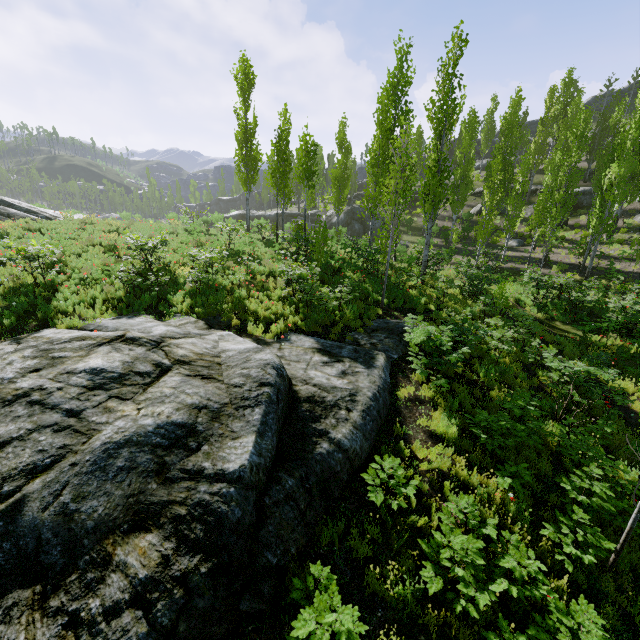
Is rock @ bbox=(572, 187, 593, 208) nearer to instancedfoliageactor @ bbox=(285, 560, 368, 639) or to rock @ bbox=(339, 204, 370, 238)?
instancedfoliageactor @ bbox=(285, 560, 368, 639)

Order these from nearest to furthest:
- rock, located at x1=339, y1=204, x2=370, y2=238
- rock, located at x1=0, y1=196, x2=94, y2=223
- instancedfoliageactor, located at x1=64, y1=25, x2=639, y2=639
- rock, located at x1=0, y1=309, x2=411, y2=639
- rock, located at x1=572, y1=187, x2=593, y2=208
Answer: rock, located at x1=0, y1=309, x2=411, y2=639
instancedfoliageactor, located at x1=64, y1=25, x2=639, y2=639
rock, located at x1=0, y1=196, x2=94, y2=223
rock, located at x1=572, y1=187, x2=593, y2=208
rock, located at x1=339, y1=204, x2=370, y2=238

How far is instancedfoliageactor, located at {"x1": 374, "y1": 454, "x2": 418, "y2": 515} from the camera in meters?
5.2 m

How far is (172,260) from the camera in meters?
14.5 m

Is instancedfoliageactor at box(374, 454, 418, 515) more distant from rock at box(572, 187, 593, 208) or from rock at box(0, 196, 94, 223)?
rock at box(0, 196, 94, 223)

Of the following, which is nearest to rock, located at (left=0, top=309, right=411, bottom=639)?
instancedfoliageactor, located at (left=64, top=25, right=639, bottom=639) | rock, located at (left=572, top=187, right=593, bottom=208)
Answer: instancedfoliageactor, located at (left=64, top=25, right=639, bottom=639)

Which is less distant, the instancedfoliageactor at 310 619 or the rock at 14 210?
the instancedfoliageactor at 310 619

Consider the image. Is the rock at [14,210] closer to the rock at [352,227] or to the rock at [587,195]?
the rock at [352,227]
